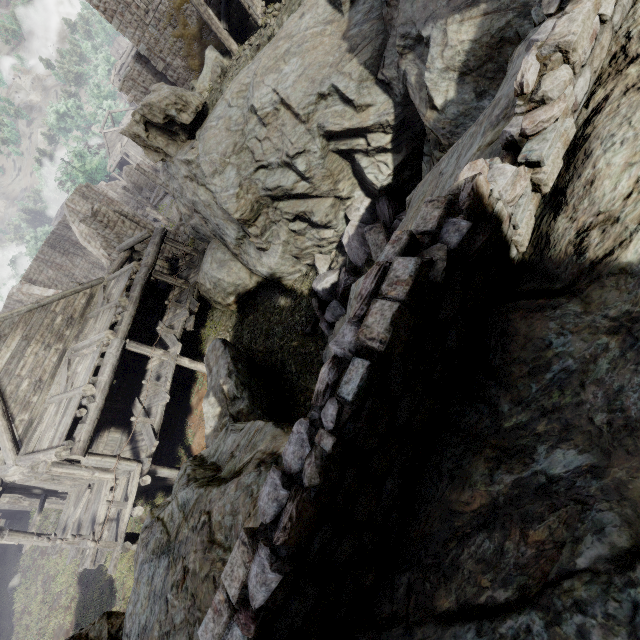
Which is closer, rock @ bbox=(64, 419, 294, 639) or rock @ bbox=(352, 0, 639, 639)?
rock @ bbox=(352, 0, 639, 639)

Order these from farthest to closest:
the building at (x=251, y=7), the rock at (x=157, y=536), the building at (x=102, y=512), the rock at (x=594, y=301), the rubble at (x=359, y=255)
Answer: the building at (x=102, y=512), the building at (x=251, y=7), the rubble at (x=359, y=255), the rock at (x=157, y=536), the rock at (x=594, y=301)

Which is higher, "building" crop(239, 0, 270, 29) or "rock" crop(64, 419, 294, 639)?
"building" crop(239, 0, 270, 29)

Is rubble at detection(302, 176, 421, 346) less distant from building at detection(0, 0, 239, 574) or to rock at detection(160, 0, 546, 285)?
rock at detection(160, 0, 546, 285)

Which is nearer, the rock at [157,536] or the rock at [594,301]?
the rock at [594,301]

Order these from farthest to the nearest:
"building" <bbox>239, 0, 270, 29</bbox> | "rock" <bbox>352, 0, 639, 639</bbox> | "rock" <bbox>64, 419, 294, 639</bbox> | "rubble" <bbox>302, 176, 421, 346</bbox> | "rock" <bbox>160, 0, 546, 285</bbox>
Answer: "building" <bbox>239, 0, 270, 29</bbox> → "rubble" <bbox>302, 176, 421, 346</bbox> → "rock" <bbox>160, 0, 546, 285</bbox> → "rock" <bbox>64, 419, 294, 639</bbox> → "rock" <bbox>352, 0, 639, 639</bbox>

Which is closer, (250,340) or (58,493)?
(250,340)

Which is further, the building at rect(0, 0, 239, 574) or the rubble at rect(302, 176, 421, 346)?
→ the building at rect(0, 0, 239, 574)
